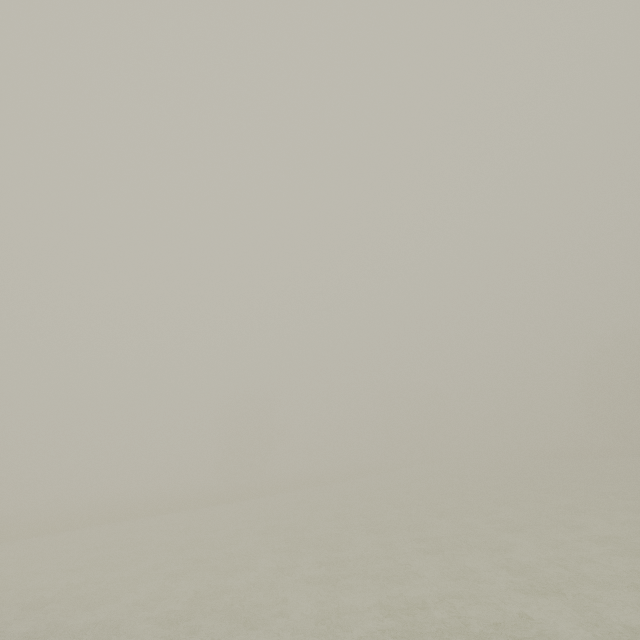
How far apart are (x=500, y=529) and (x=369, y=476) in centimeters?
3627cm
